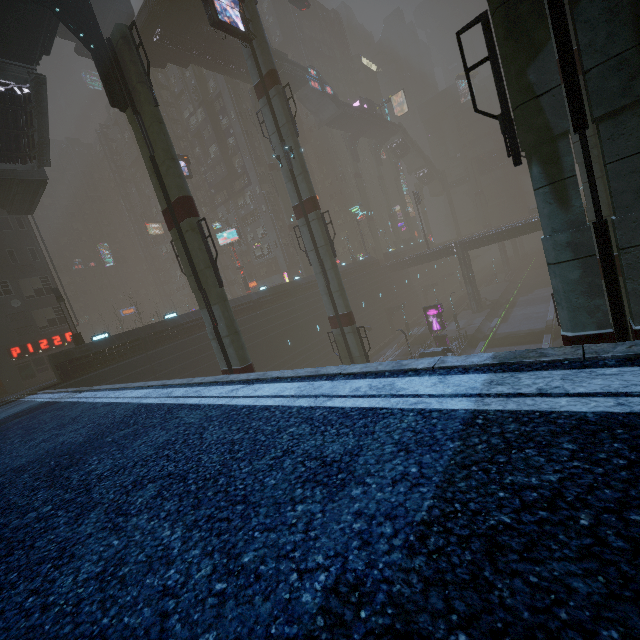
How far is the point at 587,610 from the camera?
1.03m

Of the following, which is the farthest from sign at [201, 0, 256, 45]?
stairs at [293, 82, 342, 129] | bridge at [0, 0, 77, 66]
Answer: stairs at [293, 82, 342, 129]

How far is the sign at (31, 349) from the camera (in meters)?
27.80

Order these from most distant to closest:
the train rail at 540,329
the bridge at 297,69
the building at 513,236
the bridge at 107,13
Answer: the building at 513,236
the bridge at 297,69
the train rail at 540,329
the bridge at 107,13

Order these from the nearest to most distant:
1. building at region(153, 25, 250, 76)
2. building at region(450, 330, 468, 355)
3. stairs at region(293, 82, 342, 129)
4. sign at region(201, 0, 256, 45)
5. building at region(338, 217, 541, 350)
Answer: sign at region(201, 0, 256, 45) < building at region(153, 25, 250, 76) < building at region(450, 330, 468, 355) < building at region(338, 217, 541, 350) < stairs at region(293, 82, 342, 129)

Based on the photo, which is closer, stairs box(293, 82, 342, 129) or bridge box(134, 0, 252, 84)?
bridge box(134, 0, 252, 84)

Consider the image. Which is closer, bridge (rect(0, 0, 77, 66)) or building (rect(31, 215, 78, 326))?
bridge (rect(0, 0, 77, 66))

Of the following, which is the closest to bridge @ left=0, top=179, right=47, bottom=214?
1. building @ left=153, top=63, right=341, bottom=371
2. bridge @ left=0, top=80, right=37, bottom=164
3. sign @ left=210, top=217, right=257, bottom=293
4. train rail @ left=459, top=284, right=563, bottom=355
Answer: bridge @ left=0, top=80, right=37, bottom=164
